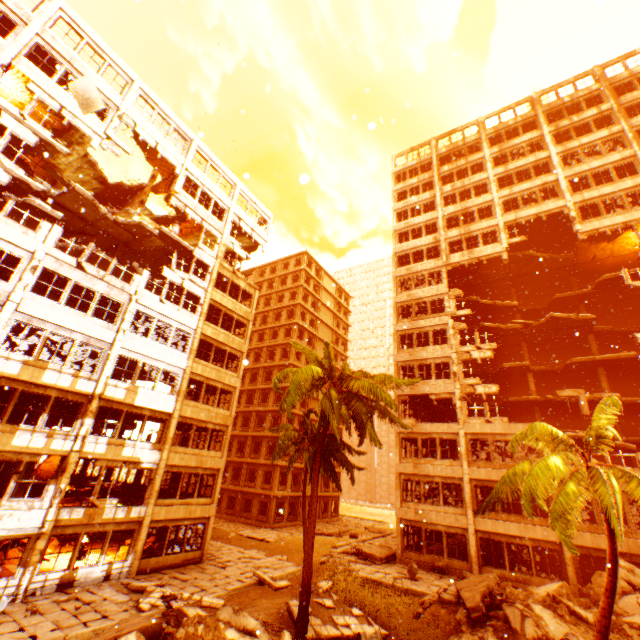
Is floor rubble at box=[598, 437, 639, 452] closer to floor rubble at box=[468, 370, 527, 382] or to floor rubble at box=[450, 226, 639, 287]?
floor rubble at box=[450, 226, 639, 287]

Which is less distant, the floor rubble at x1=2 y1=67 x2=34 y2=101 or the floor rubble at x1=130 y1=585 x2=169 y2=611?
the floor rubble at x1=130 y1=585 x2=169 y2=611

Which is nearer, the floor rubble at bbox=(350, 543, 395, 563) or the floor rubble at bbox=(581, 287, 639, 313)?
the floor rubble at bbox=(350, 543, 395, 563)

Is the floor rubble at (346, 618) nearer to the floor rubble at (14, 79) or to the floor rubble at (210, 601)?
the floor rubble at (210, 601)

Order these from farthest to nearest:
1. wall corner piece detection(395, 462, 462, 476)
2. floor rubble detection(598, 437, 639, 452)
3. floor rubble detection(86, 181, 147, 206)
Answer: floor rubble detection(86, 181, 147, 206) < wall corner piece detection(395, 462, 462, 476) < floor rubble detection(598, 437, 639, 452)

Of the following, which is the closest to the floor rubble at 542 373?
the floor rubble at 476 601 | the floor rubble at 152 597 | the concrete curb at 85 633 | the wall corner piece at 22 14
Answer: the floor rubble at 476 601

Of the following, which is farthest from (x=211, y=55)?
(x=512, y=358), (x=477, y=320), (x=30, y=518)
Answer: (x=512, y=358)

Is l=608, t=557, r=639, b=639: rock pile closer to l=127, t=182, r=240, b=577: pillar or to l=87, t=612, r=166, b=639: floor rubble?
l=127, t=182, r=240, b=577: pillar
